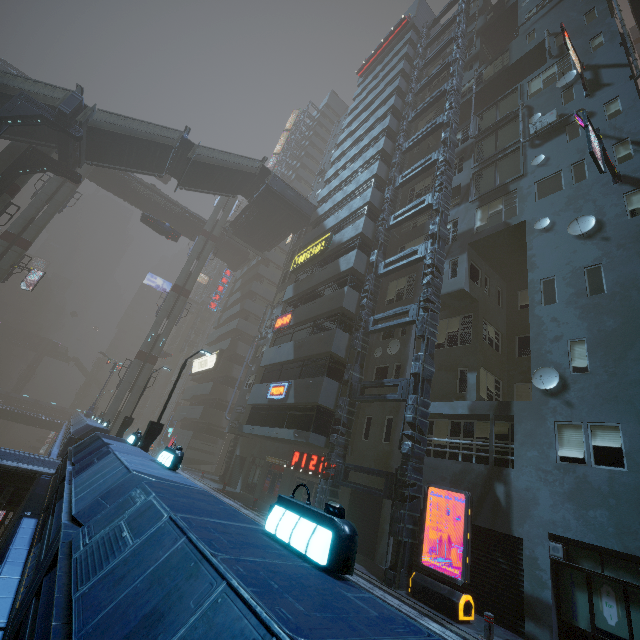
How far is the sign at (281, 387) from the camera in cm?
2006

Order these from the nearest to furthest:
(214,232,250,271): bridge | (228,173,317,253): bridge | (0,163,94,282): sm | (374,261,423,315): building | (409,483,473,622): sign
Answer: (409,483,473,622): sign → (374,261,423,315): building → (0,163,94,282): sm → (228,173,317,253): bridge → (214,232,250,271): bridge

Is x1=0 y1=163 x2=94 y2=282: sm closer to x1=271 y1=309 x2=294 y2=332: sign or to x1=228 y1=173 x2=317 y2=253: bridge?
x1=228 y1=173 x2=317 y2=253: bridge

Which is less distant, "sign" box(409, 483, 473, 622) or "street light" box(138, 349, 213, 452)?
"sign" box(409, 483, 473, 622)

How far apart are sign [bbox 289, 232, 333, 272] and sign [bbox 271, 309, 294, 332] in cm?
428

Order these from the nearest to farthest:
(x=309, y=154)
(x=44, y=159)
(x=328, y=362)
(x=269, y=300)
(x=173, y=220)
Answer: (x=328, y=362) → (x=44, y=159) → (x=173, y=220) → (x=269, y=300) → (x=309, y=154)

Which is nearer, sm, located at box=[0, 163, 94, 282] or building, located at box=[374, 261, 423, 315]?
building, located at box=[374, 261, 423, 315]

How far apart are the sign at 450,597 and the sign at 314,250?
17.9m
